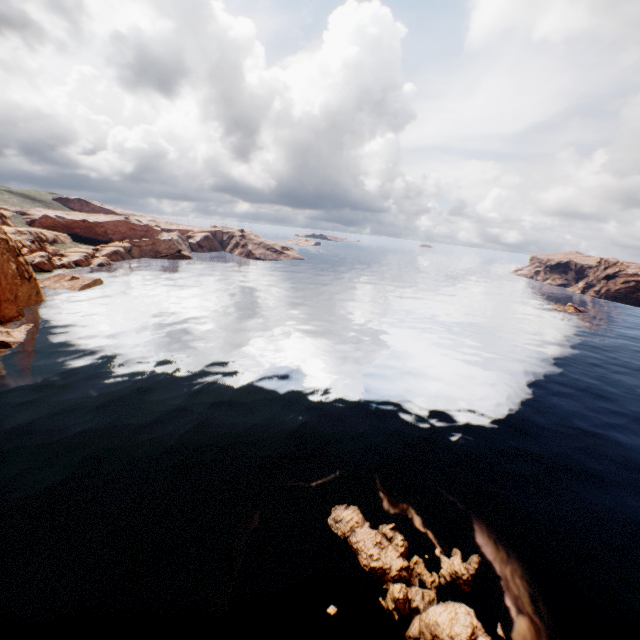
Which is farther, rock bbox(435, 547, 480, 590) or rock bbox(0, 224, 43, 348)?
rock bbox(0, 224, 43, 348)

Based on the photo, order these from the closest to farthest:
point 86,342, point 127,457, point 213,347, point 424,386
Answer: point 127,457 < point 424,386 < point 86,342 < point 213,347

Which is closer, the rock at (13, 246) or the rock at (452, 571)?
the rock at (452, 571)

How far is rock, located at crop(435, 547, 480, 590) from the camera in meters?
18.9 m

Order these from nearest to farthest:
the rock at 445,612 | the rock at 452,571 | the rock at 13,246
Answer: the rock at 445,612 → the rock at 452,571 → the rock at 13,246

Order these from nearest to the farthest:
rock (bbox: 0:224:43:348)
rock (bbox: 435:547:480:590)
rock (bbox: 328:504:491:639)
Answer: rock (bbox: 328:504:491:639), rock (bbox: 435:547:480:590), rock (bbox: 0:224:43:348)
